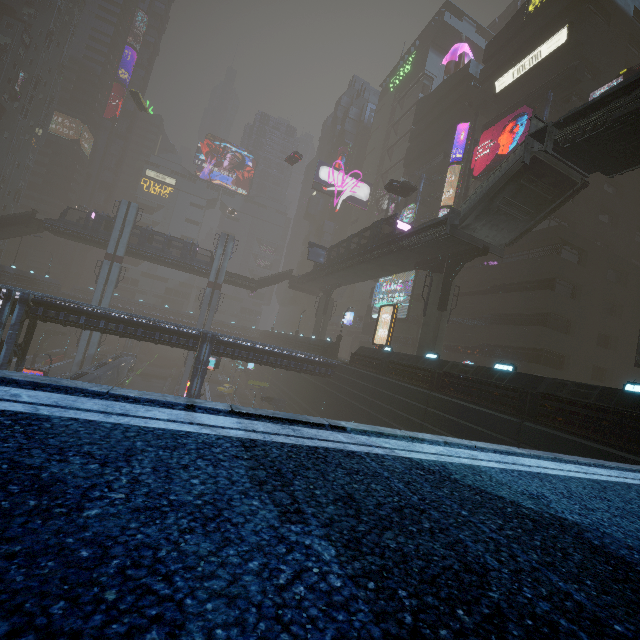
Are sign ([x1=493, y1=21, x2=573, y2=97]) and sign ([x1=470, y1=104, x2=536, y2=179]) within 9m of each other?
yes

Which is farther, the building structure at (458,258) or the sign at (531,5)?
the sign at (531,5)

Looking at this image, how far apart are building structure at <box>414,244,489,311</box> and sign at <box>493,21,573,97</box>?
22.7m

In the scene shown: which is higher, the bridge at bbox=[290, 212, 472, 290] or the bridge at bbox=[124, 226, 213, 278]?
the bridge at bbox=[290, 212, 472, 290]

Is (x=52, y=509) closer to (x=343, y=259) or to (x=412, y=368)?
(x=412, y=368)

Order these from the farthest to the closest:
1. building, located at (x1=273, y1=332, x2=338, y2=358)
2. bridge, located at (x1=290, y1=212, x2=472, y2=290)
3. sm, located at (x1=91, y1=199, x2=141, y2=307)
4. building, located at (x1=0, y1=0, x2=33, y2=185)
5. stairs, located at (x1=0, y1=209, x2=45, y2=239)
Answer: building, located at (x1=0, y1=0, x2=33, y2=185)
sm, located at (x1=91, y1=199, x2=141, y2=307)
stairs, located at (x1=0, y1=209, x2=45, y2=239)
building, located at (x1=273, y1=332, x2=338, y2=358)
bridge, located at (x1=290, y1=212, x2=472, y2=290)

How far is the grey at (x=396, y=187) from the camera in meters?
34.9 m

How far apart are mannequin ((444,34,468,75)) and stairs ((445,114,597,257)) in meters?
40.6 m
